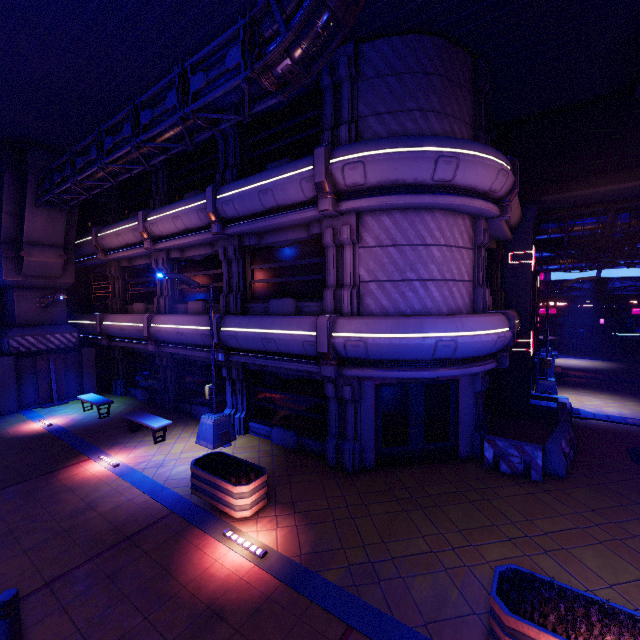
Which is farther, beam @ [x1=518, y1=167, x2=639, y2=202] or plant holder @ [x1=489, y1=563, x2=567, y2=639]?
beam @ [x1=518, y1=167, x2=639, y2=202]

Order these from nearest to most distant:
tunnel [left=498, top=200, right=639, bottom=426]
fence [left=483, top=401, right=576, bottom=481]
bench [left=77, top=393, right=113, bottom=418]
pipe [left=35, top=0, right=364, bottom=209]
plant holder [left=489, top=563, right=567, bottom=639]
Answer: plant holder [left=489, top=563, right=567, bottom=639]
pipe [left=35, top=0, right=364, bottom=209]
fence [left=483, top=401, right=576, bottom=481]
tunnel [left=498, top=200, right=639, bottom=426]
bench [left=77, top=393, right=113, bottom=418]

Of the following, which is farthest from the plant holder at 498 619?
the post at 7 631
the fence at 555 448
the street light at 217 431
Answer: the street light at 217 431

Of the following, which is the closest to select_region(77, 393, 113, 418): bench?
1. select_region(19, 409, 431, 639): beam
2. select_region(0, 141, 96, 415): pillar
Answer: select_region(19, 409, 431, 639): beam

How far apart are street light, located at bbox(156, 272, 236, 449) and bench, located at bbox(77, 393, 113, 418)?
5.6m

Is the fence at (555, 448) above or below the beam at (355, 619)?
above

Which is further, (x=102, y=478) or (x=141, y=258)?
(x=141, y=258)

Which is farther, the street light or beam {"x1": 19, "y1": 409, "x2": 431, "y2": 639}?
the street light
